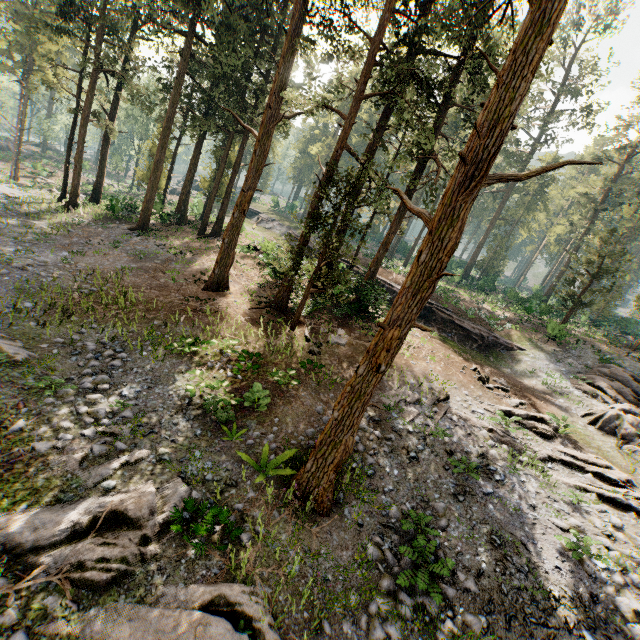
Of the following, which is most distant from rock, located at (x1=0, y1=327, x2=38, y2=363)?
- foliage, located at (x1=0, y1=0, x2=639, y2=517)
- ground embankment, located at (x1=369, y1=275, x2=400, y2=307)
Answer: ground embankment, located at (x1=369, y1=275, x2=400, y2=307)

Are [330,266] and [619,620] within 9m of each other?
no

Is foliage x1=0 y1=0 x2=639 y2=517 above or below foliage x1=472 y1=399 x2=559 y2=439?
above

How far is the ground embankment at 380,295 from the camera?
19.9 meters

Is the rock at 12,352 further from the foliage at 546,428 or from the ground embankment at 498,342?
the ground embankment at 498,342
